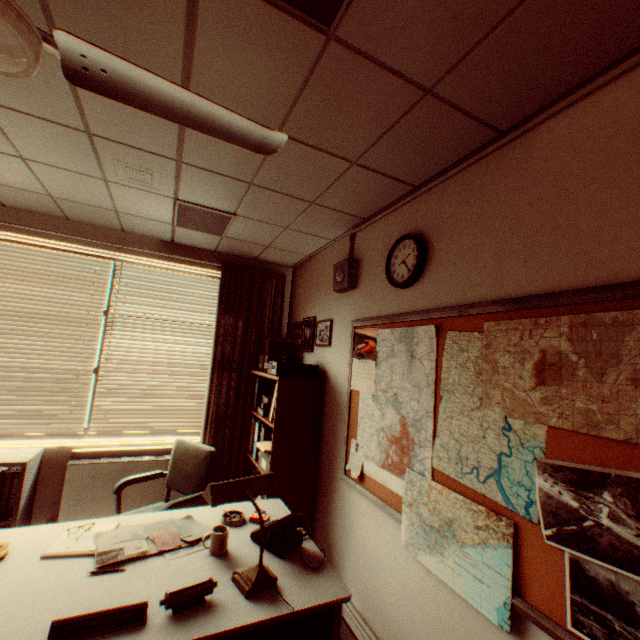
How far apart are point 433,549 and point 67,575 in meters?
2.0

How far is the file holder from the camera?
4.0m

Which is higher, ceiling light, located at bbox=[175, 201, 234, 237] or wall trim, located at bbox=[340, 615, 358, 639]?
ceiling light, located at bbox=[175, 201, 234, 237]

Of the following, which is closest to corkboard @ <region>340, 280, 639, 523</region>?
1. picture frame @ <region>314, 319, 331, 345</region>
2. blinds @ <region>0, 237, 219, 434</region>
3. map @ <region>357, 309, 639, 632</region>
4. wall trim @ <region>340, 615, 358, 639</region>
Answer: map @ <region>357, 309, 639, 632</region>

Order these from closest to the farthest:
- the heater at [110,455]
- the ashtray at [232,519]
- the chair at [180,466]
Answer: the ashtray at [232,519], the chair at [180,466], the heater at [110,455]

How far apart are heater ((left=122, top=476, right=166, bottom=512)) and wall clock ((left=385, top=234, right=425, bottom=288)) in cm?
316

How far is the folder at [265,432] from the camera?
3.5 meters

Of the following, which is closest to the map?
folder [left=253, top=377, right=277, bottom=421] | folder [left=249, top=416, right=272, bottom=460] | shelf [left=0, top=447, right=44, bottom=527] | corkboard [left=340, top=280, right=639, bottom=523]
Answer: corkboard [left=340, top=280, right=639, bottom=523]
